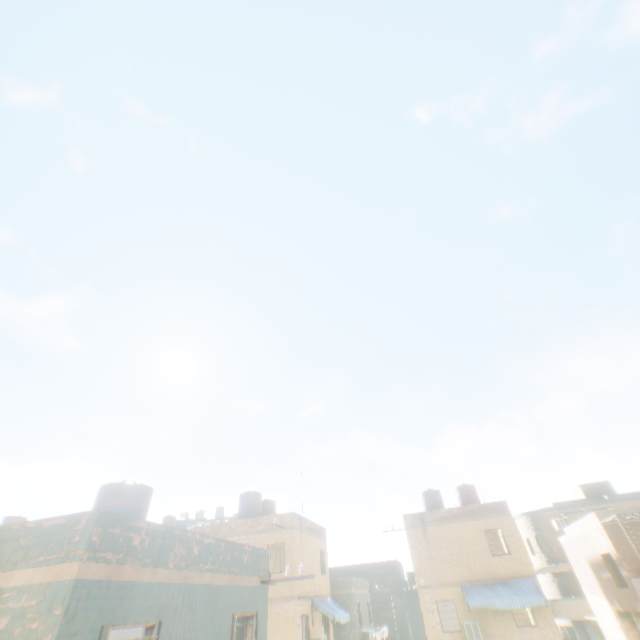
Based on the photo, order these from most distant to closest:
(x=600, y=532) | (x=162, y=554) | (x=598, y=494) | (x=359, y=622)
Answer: (x=598, y=494), (x=359, y=622), (x=600, y=532), (x=162, y=554)
